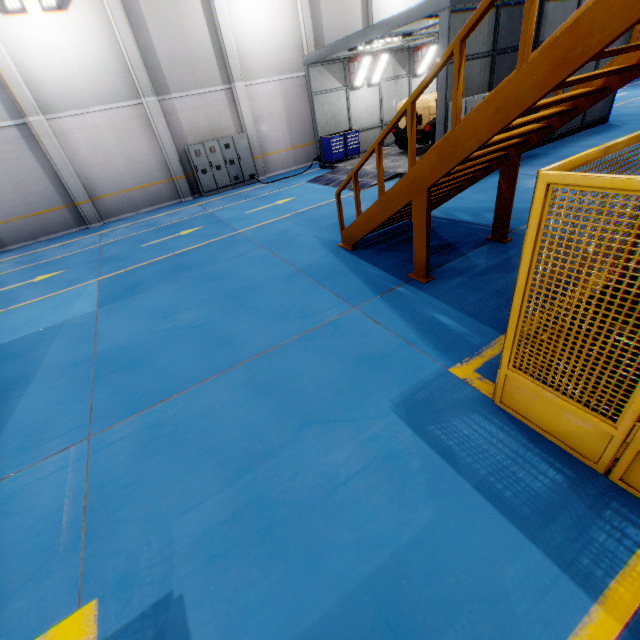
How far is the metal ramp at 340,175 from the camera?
12.9 meters

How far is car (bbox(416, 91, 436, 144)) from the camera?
12.6m

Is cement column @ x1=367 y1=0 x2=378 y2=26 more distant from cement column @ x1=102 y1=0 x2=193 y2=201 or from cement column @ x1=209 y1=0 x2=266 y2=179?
cement column @ x1=102 y1=0 x2=193 y2=201

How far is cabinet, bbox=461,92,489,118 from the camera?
8.9m

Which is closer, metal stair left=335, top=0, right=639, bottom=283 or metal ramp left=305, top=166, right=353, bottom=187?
metal stair left=335, top=0, right=639, bottom=283

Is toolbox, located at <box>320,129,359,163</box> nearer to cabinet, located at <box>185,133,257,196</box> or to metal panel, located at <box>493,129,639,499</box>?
cabinet, located at <box>185,133,257,196</box>

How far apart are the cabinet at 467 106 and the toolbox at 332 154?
6.7m

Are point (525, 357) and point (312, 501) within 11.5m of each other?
yes
